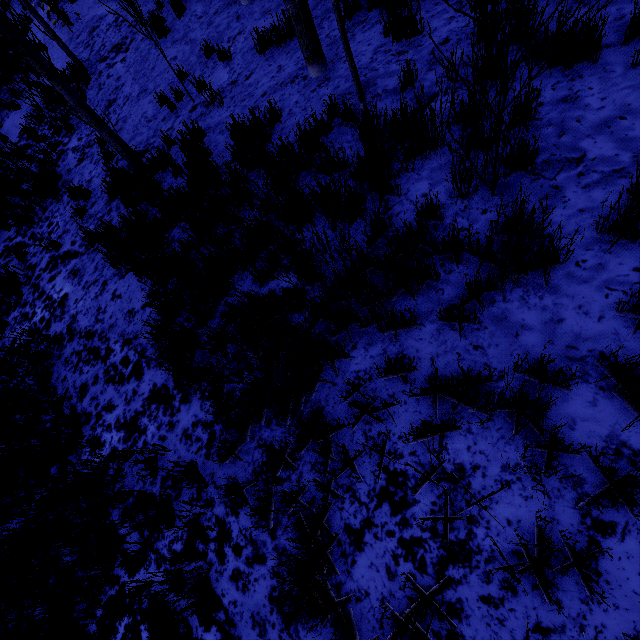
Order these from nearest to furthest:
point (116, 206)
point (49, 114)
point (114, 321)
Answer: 1. point (114, 321)
2. point (116, 206)
3. point (49, 114)

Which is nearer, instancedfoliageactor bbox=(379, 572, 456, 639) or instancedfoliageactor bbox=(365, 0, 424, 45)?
instancedfoliageactor bbox=(379, 572, 456, 639)

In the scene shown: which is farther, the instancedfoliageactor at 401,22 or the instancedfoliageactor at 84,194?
the instancedfoliageactor at 84,194

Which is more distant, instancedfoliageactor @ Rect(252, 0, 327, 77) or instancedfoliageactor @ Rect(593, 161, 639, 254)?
instancedfoliageactor @ Rect(252, 0, 327, 77)

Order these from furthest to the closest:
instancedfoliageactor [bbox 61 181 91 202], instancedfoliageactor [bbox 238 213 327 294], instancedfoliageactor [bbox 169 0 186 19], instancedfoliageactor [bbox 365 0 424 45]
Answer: instancedfoliageactor [bbox 169 0 186 19] < instancedfoliageactor [bbox 61 181 91 202] < instancedfoliageactor [bbox 365 0 424 45] < instancedfoliageactor [bbox 238 213 327 294]
